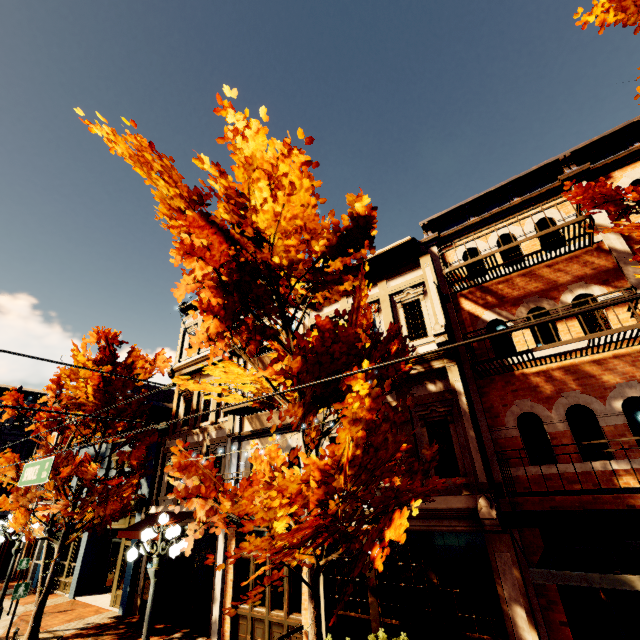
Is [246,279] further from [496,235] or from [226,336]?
[496,235]

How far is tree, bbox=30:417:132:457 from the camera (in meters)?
12.57

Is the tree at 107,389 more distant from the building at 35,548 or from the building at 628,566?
the building at 35,548

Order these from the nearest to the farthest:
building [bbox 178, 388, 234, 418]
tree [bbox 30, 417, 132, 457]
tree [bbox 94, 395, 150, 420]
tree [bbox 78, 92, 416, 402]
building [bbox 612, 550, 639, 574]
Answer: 1. tree [bbox 78, 92, 416, 402]
2. building [bbox 612, 550, 639, 574]
3. tree [bbox 30, 417, 132, 457]
4. tree [bbox 94, 395, 150, 420]
5. building [bbox 178, 388, 234, 418]

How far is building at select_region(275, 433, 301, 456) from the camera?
11.3 meters

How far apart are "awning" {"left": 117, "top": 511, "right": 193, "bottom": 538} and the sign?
5.6 meters

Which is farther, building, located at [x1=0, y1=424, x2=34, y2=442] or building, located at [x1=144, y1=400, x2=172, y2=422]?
building, located at [x1=0, y1=424, x2=34, y2=442]

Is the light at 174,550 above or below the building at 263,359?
below
